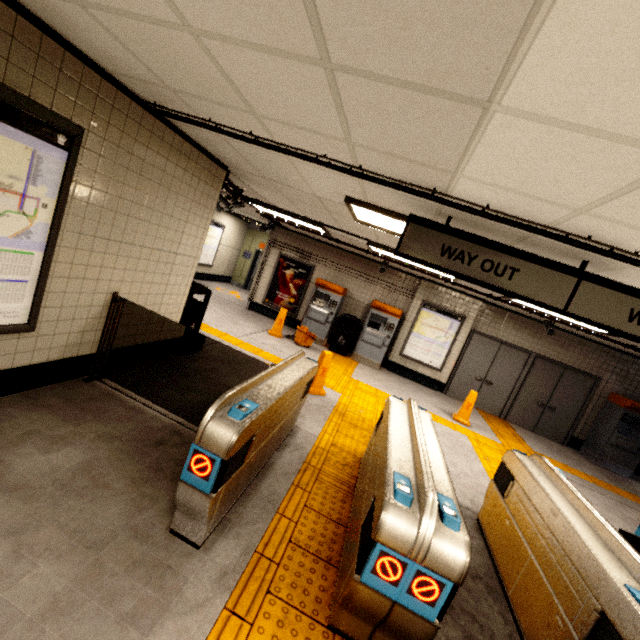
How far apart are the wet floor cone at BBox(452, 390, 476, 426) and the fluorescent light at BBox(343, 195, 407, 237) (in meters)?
4.17

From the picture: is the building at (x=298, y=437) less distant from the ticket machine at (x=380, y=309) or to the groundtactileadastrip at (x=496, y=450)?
the groundtactileadastrip at (x=496, y=450)

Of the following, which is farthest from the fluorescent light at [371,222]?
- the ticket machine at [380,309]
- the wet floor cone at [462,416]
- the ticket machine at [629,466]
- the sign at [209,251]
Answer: the sign at [209,251]

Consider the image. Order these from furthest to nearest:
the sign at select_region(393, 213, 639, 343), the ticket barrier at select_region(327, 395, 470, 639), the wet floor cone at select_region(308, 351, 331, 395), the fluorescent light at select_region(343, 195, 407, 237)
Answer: the wet floor cone at select_region(308, 351, 331, 395) < the fluorescent light at select_region(343, 195, 407, 237) < the sign at select_region(393, 213, 639, 343) < the ticket barrier at select_region(327, 395, 470, 639)

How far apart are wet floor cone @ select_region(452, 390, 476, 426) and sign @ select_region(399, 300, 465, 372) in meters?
1.8 m

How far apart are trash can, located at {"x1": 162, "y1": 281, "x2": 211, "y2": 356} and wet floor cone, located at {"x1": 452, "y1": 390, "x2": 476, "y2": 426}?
5.96m

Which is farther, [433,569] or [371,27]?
[433,569]

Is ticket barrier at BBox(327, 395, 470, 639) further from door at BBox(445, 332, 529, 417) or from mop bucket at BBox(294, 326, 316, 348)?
door at BBox(445, 332, 529, 417)
